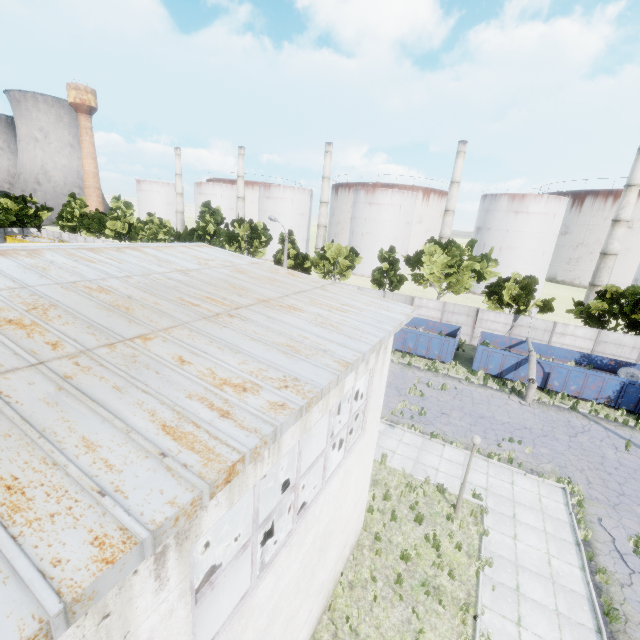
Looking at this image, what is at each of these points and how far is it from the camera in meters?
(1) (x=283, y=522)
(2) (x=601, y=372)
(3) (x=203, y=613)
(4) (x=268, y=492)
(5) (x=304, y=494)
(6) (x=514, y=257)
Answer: (1) wire spool, 9.6 m
(2) garbage container, 24.1 m
(3) wire spool, 6.0 m
(4) wire spool, 10.2 m
(5) wire spool, 10.1 m
(6) storage tank, 53.1 m

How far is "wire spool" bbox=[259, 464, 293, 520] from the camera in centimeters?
994cm

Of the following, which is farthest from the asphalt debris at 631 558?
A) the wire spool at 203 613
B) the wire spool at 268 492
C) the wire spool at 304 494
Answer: the wire spool at 203 613

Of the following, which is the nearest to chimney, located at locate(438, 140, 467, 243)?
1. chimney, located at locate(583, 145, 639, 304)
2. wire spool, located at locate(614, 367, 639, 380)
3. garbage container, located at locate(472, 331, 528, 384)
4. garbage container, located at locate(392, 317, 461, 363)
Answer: chimney, located at locate(583, 145, 639, 304)

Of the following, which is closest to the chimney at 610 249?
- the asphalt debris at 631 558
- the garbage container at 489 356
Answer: the garbage container at 489 356

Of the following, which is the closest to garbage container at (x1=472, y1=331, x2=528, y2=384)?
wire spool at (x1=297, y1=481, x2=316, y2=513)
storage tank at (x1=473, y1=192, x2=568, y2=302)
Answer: wire spool at (x1=297, y1=481, x2=316, y2=513)

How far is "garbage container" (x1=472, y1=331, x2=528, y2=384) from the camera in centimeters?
2338cm

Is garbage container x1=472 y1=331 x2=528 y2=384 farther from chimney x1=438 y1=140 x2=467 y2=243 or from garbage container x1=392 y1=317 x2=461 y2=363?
chimney x1=438 y1=140 x2=467 y2=243
